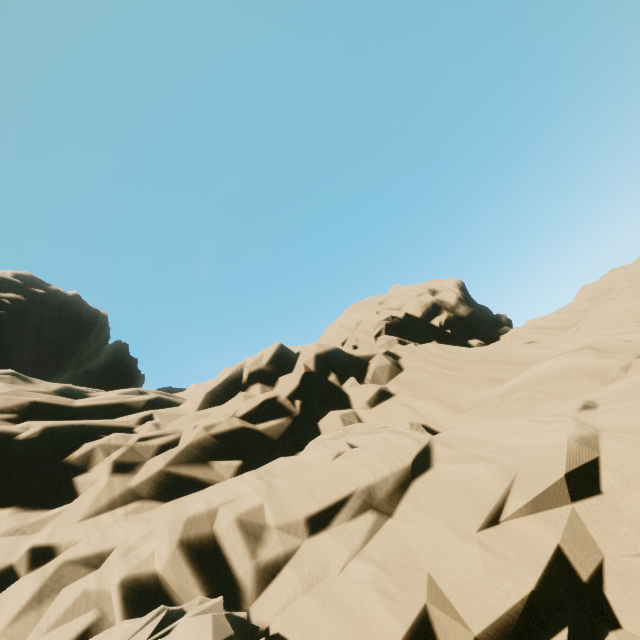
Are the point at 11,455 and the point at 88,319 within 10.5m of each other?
no
